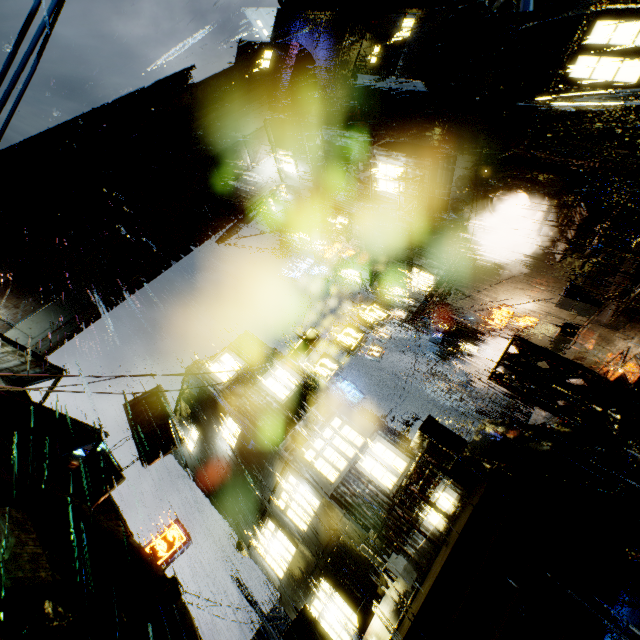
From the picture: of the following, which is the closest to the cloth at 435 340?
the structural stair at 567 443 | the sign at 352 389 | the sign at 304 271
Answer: the sign at 352 389

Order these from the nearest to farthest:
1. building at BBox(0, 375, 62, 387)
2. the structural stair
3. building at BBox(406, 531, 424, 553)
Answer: the structural stair < building at BBox(406, 531, 424, 553) < building at BBox(0, 375, 62, 387)

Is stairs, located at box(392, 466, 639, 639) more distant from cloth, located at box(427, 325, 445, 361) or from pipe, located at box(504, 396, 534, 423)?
pipe, located at box(504, 396, 534, 423)

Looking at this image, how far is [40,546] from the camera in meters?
7.9

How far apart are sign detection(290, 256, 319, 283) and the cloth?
13.3 meters

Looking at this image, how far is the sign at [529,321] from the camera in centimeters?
1878cm

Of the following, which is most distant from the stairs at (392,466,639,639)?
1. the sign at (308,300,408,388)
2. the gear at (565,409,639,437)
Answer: the sign at (308,300,408,388)

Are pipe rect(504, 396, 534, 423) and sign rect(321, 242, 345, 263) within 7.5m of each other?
no
